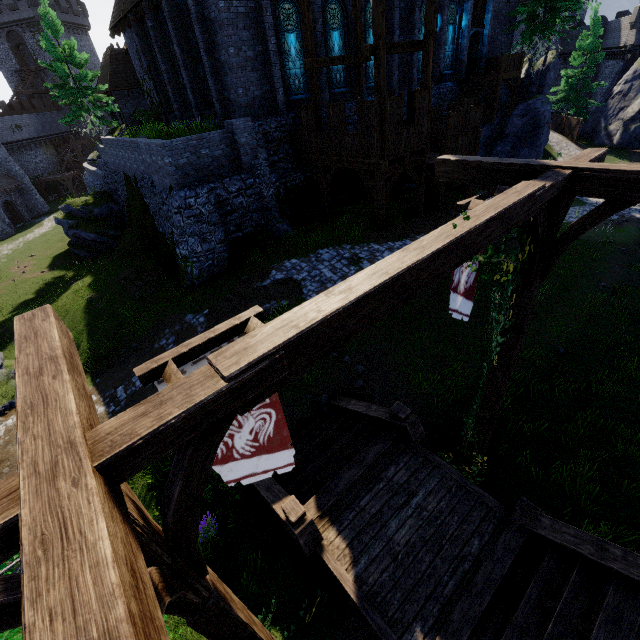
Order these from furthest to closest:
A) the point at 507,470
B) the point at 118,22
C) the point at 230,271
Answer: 1. the point at 118,22
2. the point at 230,271
3. the point at 507,470

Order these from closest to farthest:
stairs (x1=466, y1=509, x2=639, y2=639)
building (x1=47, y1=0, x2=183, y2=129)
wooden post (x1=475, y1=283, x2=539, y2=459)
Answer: stairs (x1=466, y1=509, x2=639, y2=639) < wooden post (x1=475, y1=283, x2=539, y2=459) < building (x1=47, y1=0, x2=183, y2=129)

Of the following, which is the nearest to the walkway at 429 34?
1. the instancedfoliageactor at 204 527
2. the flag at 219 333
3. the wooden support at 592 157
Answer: the wooden support at 592 157

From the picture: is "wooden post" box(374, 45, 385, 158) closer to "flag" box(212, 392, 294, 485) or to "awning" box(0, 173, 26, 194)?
"flag" box(212, 392, 294, 485)

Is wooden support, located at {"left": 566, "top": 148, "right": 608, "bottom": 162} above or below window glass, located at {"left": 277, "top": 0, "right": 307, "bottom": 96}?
below

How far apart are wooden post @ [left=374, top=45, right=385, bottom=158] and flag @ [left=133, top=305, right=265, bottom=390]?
12.88m

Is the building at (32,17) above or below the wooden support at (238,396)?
above

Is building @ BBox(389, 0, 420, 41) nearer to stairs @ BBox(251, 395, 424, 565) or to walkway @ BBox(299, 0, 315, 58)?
walkway @ BBox(299, 0, 315, 58)
